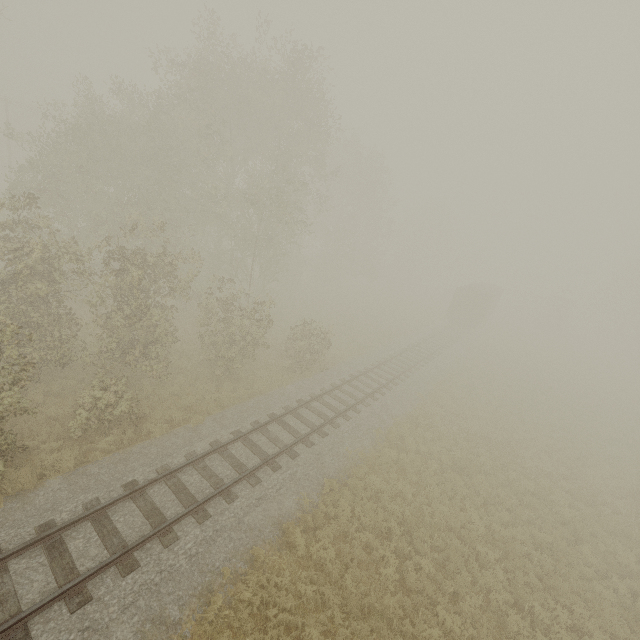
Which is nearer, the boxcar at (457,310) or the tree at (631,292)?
the boxcar at (457,310)

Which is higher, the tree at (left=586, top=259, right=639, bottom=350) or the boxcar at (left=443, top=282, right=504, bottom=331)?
the tree at (left=586, top=259, right=639, bottom=350)

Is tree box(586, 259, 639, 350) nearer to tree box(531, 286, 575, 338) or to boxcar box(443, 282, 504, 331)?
tree box(531, 286, 575, 338)

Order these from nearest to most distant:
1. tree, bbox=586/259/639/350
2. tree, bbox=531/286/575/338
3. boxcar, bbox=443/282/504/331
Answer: boxcar, bbox=443/282/504/331
tree, bbox=531/286/575/338
tree, bbox=586/259/639/350

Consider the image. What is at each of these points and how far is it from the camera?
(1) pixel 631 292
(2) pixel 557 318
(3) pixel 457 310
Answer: (1) tree, 51.3m
(2) tree, 47.5m
(3) boxcar, 36.2m

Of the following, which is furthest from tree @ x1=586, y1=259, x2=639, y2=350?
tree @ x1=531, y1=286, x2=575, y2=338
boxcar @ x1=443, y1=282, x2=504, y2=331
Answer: boxcar @ x1=443, y1=282, x2=504, y2=331

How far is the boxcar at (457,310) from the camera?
34.9m
